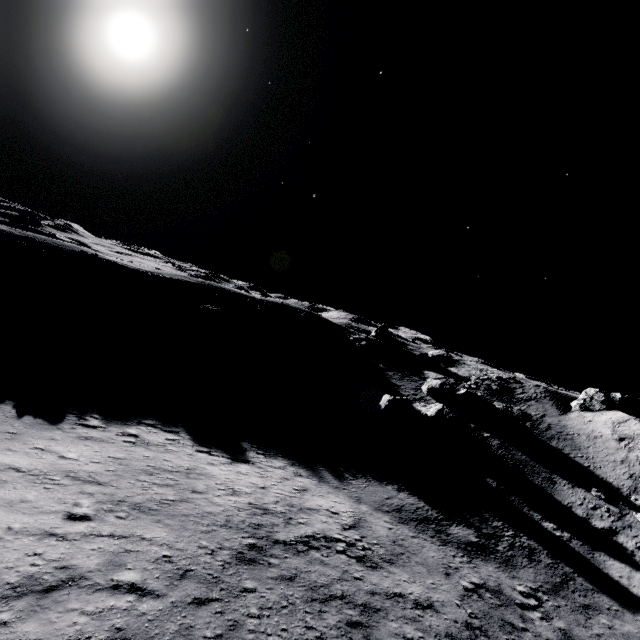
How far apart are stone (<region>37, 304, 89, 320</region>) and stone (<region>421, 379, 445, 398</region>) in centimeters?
3532cm

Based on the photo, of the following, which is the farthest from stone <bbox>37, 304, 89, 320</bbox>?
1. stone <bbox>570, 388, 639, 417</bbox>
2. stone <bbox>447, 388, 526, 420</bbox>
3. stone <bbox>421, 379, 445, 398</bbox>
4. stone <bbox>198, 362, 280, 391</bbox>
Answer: stone <bbox>570, 388, 639, 417</bbox>

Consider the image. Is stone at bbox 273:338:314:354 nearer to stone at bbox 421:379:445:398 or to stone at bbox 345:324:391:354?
stone at bbox 345:324:391:354

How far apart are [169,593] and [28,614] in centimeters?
318cm

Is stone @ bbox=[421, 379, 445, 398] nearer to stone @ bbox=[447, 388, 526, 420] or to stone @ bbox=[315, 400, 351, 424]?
stone @ bbox=[447, 388, 526, 420]

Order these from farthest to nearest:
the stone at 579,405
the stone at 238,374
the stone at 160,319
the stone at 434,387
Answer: the stone at 434,387 < the stone at 579,405 < the stone at 160,319 < the stone at 238,374

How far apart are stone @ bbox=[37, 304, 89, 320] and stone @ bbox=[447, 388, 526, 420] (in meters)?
39.87

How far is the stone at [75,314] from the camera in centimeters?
2597cm
